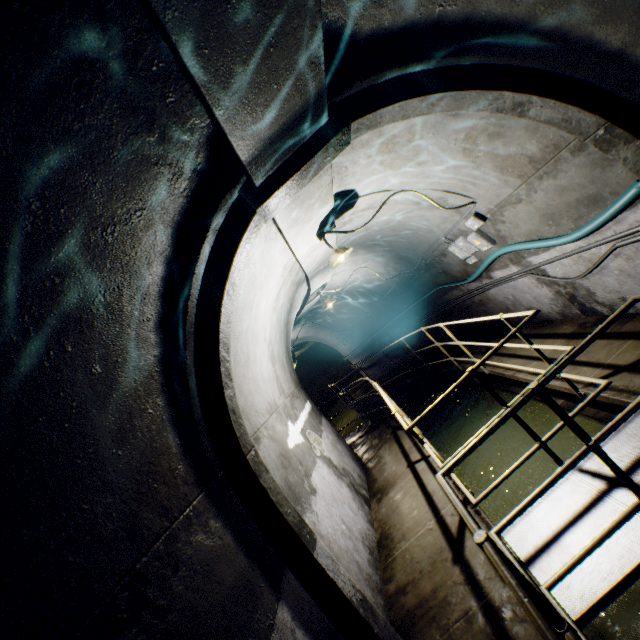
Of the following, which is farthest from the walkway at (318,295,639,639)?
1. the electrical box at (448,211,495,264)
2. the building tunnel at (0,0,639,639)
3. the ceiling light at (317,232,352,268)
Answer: the ceiling light at (317,232,352,268)

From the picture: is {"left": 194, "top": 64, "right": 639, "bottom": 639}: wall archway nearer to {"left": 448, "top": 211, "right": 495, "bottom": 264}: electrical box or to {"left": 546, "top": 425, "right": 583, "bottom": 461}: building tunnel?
{"left": 546, "top": 425, "right": 583, "bottom": 461}: building tunnel

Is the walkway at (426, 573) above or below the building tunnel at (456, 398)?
above

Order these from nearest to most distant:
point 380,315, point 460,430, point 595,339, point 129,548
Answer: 1. point 129,548
2. point 595,339
3. point 460,430
4. point 380,315

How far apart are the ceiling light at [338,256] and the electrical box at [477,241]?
2.2m

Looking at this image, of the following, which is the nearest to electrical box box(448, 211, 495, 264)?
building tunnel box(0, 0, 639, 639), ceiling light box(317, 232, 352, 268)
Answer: building tunnel box(0, 0, 639, 639)

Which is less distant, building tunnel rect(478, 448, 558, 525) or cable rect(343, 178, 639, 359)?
cable rect(343, 178, 639, 359)

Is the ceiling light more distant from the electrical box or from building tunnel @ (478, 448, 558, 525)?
the electrical box
